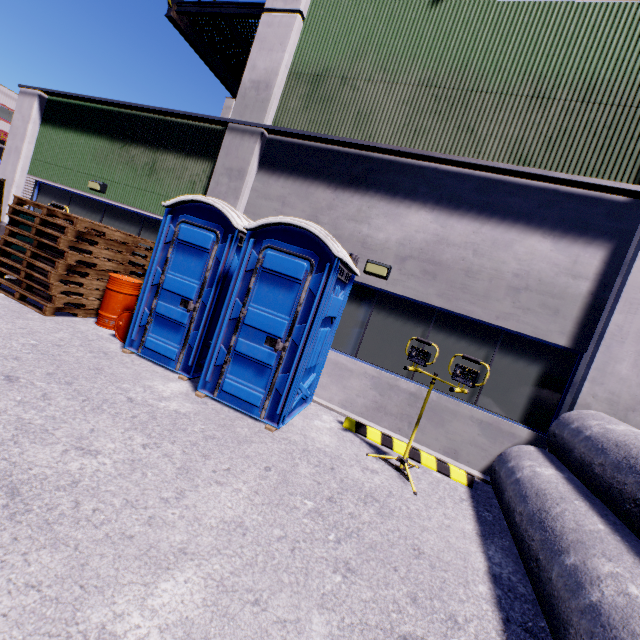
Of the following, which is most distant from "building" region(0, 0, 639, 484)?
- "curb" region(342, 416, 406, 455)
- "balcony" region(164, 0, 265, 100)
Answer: "curb" region(342, 416, 406, 455)

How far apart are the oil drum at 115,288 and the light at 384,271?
4.1m

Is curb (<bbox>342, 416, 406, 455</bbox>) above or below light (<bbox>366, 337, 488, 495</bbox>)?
below

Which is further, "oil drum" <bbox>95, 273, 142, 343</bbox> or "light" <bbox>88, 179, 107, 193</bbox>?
"light" <bbox>88, 179, 107, 193</bbox>

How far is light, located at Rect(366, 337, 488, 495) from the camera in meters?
4.2

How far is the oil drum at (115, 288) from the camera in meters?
6.0 m

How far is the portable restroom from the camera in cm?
455

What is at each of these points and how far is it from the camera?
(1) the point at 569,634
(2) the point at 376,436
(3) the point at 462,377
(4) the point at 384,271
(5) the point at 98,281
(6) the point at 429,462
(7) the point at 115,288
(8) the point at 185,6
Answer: (1) concrete pipe, 2.2m
(2) curb, 5.5m
(3) light, 4.2m
(4) light, 6.0m
(5) pallet, 6.7m
(6) curb, 5.2m
(7) oil drum, 6.4m
(8) balcony, 8.2m
